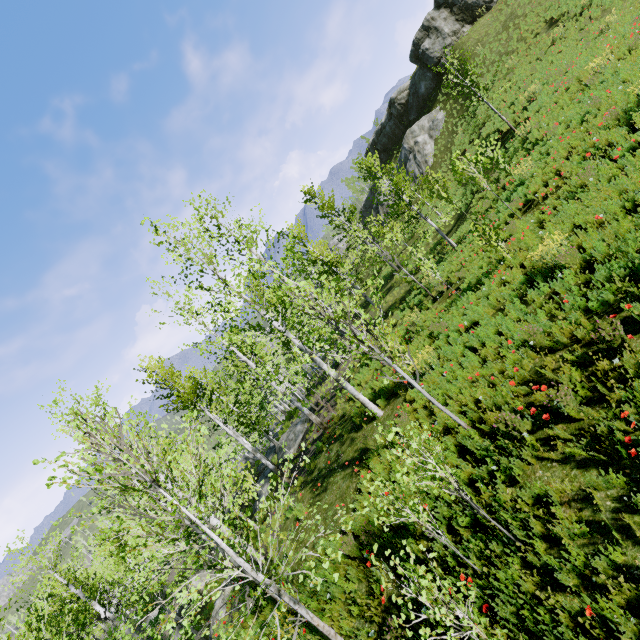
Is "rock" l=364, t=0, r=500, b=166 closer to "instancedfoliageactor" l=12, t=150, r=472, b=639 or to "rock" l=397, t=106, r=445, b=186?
"rock" l=397, t=106, r=445, b=186

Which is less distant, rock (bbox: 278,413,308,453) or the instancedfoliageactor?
the instancedfoliageactor

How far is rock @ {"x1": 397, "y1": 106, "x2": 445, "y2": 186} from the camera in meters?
32.2

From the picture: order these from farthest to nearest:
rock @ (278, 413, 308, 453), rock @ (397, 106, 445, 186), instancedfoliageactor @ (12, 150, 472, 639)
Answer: rock @ (397, 106, 445, 186)
rock @ (278, 413, 308, 453)
instancedfoliageactor @ (12, 150, 472, 639)

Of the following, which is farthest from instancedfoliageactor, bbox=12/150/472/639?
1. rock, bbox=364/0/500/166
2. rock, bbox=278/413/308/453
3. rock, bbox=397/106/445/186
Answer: rock, bbox=364/0/500/166

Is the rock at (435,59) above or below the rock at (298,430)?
above

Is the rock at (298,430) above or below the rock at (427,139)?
below

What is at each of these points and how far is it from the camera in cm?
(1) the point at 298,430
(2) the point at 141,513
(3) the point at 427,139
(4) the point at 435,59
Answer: (1) rock, 2361
(2) instancedfoliageactor, 405
(3) rock, 3291
(4) rock, 3228
